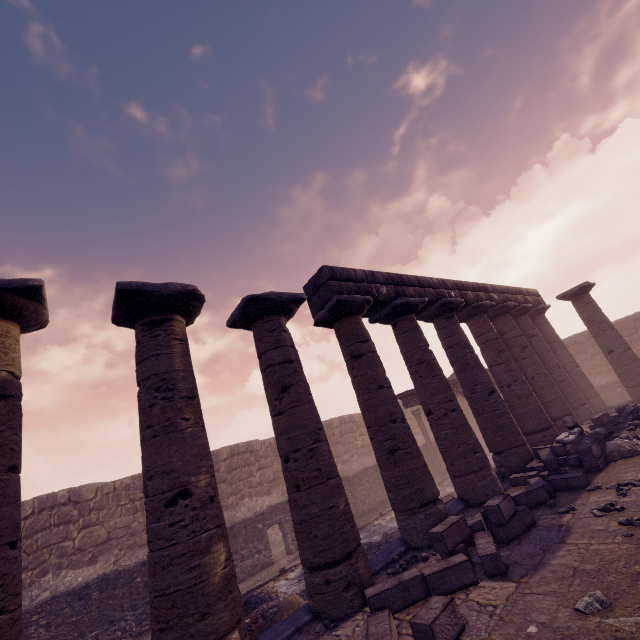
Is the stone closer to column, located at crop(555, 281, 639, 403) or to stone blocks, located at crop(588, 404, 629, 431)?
stone blocks, located at crop(588, 404, 629, 431)

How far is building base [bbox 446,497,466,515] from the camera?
7.5 meters

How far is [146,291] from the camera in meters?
5.1

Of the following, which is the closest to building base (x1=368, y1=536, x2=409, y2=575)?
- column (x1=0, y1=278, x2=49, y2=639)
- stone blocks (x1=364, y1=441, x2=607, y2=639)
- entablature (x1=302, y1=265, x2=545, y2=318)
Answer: column (x1=0, y1=278, x2=49, y2=639)

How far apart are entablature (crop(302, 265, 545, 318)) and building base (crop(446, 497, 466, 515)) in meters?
5.3 m

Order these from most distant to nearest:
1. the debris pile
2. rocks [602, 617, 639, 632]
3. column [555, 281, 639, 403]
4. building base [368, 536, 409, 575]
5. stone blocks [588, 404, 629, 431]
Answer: column [555, 281, 639, 403], stone blocks [588, 404, 629, 431], the debris pile, building base [368, 536, 409, 575], rocks [602, 617, 639, 632]

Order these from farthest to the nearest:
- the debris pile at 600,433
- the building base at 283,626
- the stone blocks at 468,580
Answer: the debris pile at 600,433
the building base at 283,626
the stone blocks at 468,580

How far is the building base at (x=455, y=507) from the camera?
7.54m
